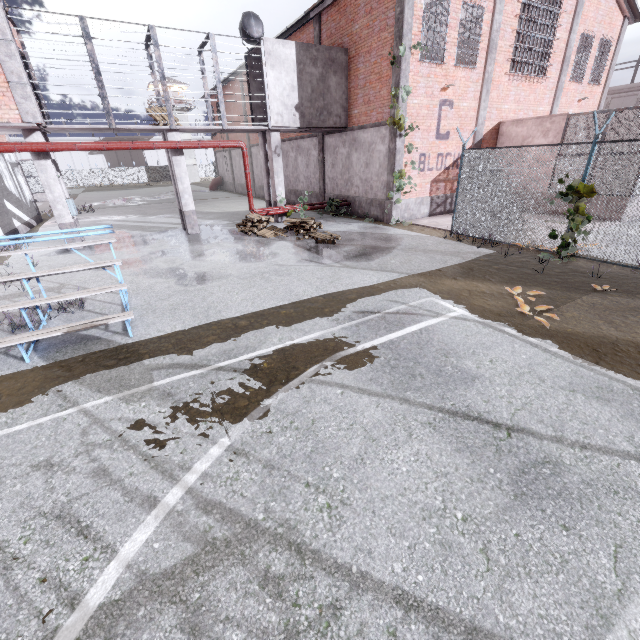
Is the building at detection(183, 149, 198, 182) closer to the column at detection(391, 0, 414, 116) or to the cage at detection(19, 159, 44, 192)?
the cage at detection(19, 159, 44, 192)

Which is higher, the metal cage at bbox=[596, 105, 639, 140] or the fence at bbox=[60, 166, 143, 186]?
the metal cage at bbox=[596, 105, 639, 140]

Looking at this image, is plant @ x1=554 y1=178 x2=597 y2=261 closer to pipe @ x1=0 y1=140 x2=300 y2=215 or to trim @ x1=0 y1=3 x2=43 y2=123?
pipe @ x1=0 y1=140 x2=300 y2=215

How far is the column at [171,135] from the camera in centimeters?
1241cm

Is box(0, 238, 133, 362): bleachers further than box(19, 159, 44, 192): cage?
No

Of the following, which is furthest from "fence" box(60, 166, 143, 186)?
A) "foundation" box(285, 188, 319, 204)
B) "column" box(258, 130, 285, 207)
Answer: "foundation" box(285, 188, 319, 204)

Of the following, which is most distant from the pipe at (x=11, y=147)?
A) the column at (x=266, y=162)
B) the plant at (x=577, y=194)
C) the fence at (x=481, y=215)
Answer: the plant at (x=577, y=194)

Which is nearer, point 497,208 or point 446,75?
point 497,208
